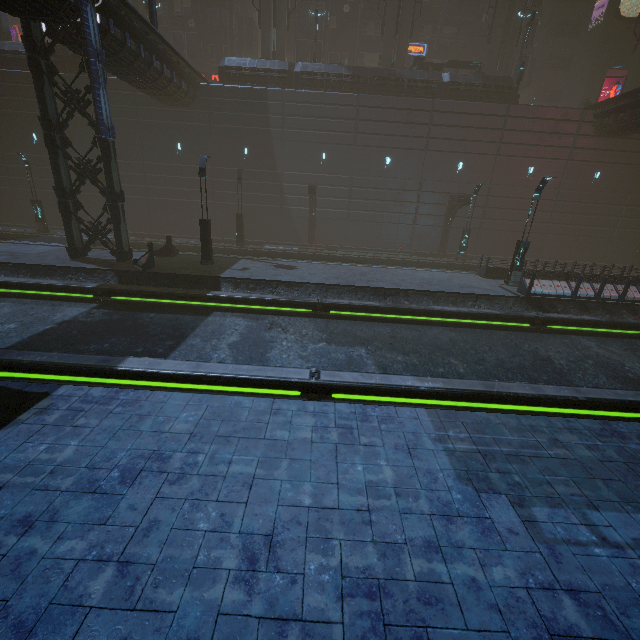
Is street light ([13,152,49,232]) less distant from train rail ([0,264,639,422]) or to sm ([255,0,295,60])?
train rail ([0,264,639,422])

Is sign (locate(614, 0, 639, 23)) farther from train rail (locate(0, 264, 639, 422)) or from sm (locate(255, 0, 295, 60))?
train rail (locate(0, 264, 639, 422))

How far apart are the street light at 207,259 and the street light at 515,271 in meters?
16.8 m

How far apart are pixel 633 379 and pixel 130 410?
14.9m

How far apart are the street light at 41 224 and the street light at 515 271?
33.1 meters

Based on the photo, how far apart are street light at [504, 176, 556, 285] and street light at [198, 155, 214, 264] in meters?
16.8 m

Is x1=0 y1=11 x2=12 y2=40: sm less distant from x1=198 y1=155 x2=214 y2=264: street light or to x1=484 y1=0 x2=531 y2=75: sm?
x1=198 y1=155 x2=214 y2=264: street light

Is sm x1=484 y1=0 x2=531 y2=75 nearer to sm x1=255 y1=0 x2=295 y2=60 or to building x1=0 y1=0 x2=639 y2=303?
building x1=0 y1=0 x2=639 y2=303
